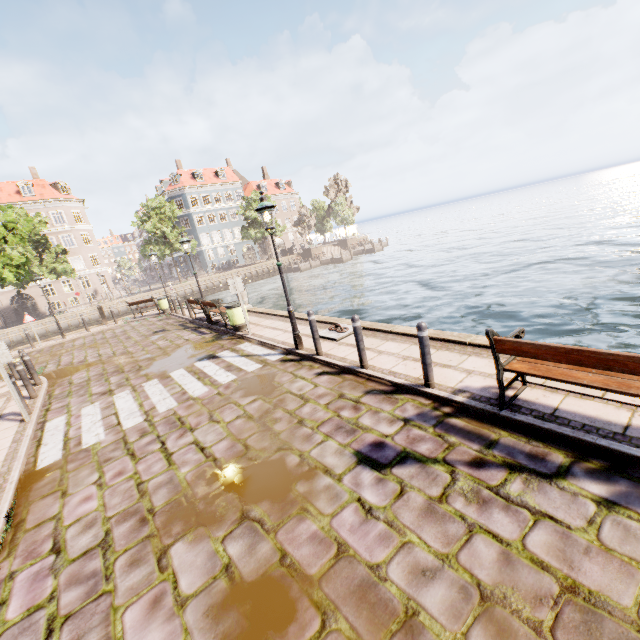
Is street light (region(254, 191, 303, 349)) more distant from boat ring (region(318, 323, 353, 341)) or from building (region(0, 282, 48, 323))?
building (region(0, 282, 48, 323))

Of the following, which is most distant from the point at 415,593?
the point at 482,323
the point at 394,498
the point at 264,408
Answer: the point at 482,323

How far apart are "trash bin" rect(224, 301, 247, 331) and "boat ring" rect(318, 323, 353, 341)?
3.4m

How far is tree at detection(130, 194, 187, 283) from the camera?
38.78m

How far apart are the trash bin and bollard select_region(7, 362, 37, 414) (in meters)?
5.72

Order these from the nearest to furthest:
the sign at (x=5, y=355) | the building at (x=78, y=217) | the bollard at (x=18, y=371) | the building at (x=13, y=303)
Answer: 1. the sign at (x=5, y=355)
2. the bollard at (x=18, y=371)
3. the building at (x=13, y=303)
4. the building at (x=78, y=217)

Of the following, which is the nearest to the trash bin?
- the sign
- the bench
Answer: the sign

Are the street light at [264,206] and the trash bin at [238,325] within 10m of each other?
yes
